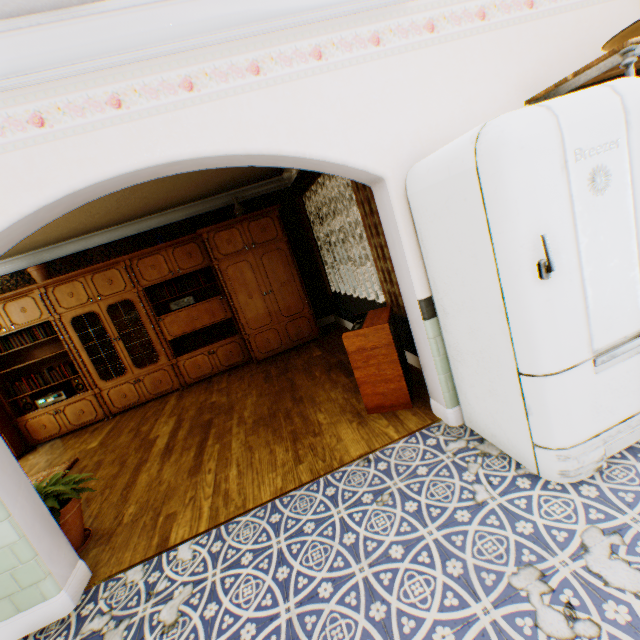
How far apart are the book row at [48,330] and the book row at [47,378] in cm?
53

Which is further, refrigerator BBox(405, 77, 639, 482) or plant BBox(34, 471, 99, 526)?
plant BBox(34, 471, 99, 526)

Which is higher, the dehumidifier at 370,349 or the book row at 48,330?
the book row at 48,330

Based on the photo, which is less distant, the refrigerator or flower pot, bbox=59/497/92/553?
the refrigerator

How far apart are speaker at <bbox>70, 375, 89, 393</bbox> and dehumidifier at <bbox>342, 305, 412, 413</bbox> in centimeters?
517cm

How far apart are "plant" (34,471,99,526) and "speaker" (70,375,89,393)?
3.2m

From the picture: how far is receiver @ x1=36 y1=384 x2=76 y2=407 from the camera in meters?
5.5 m

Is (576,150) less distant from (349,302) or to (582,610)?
(582,610)
